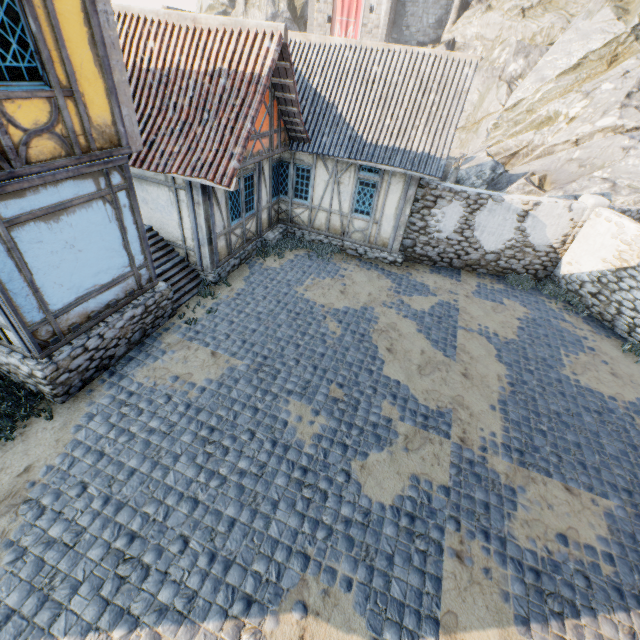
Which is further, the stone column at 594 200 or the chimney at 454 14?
the chimney at 454 14

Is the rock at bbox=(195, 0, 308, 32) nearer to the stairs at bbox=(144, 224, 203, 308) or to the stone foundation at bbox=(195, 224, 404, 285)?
the stone foundation at bbox=(195, 224, 404, 285)

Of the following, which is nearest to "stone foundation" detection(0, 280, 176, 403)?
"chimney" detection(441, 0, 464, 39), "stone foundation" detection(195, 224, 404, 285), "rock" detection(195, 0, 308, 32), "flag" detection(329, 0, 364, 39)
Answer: "stone foundation" detection(195, 224, 404, 285)

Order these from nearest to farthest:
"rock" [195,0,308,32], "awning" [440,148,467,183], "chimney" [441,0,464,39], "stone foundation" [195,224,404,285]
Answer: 1. "stone foundation" [195,224,404,285]
2. "awning" [440,148,467,183]
3. "chimney" [441,0,464,39]
4. "rock" [195,0,308,32]

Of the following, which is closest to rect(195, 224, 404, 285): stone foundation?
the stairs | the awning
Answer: the awning

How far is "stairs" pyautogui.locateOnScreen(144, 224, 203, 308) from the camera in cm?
922

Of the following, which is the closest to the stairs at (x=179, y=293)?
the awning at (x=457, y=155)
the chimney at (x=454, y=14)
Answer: the awning at (x=457, y=155)

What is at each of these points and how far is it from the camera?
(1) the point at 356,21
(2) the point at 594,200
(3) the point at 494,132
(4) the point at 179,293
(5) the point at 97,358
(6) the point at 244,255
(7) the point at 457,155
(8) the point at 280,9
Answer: (1) flag, 34.22m
(2) stone column, 10.70m
(3) rock, 26.25m
(4) stairs, 9.28m
(5) stone foundation, 6.85m
(6) stone foundation, 11.23m
(7) awning, 14.95m
(8) rock, 36.56m
